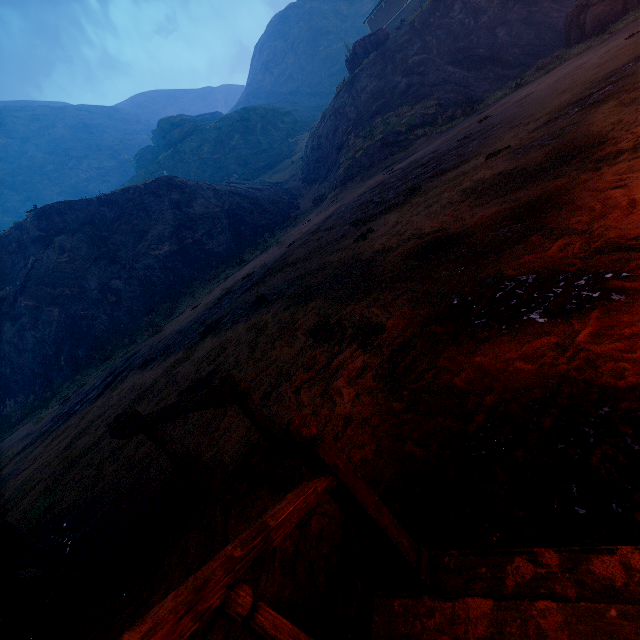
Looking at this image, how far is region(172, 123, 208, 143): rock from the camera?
59.0 meters

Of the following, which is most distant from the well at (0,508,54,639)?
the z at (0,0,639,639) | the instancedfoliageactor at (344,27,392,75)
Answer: the instancedfoliageactor at (344,27,392,75)

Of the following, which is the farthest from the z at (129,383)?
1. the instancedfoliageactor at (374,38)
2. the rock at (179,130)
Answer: the instancedfoliageactor at (374,38)

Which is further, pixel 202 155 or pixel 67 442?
pixel 202 155

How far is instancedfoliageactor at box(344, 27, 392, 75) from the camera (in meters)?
29.94

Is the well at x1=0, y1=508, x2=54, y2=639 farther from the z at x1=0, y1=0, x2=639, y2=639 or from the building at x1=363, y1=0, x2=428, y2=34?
the building at x1=363, y1=0, x2=428, y2=34

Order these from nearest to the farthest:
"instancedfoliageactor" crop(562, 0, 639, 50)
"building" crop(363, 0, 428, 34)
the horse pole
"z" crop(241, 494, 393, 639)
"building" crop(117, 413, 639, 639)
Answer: "building" crop(117, 413, 639, 639)
"z" crop(241, 494, 393, 639)
the horse pole
"instancedfoliageactor" crop(562, 0, 639, 50)
"building" crop(363, 0, 428, 34)

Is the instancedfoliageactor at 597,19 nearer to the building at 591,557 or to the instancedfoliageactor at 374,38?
the building at 591,557
